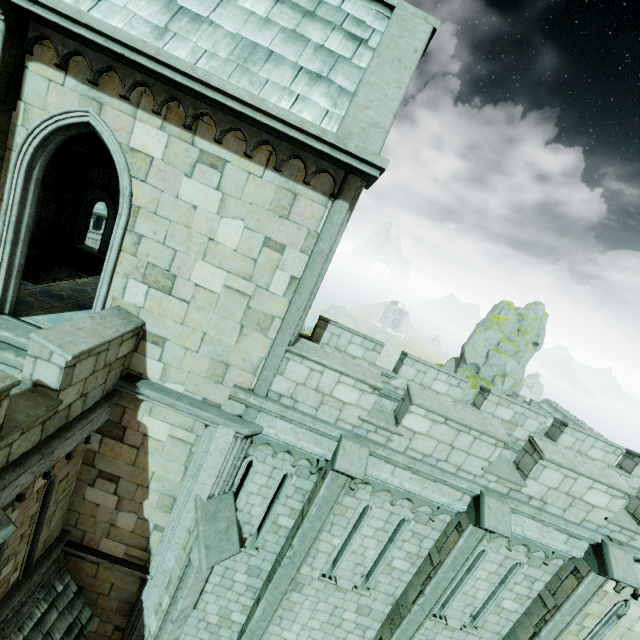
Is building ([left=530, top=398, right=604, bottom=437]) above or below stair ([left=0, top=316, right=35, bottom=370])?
below

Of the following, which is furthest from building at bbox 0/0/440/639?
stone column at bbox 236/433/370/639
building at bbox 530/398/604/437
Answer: building at bbox 530/398/604/437

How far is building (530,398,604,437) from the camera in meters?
30.6 m

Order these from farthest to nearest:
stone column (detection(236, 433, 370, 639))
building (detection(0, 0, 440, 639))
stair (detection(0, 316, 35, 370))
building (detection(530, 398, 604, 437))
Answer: building (detection(530, 398, 604, 437)) < stone column (detection(236, 433, 370, 639)) < stair (detection(0, 316, 35, 370)) < building (detection(0, 0, 440, 639))

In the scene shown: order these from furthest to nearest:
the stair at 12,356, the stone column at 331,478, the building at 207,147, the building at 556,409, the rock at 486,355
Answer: the rock at 486,355
the building at 556,409
the stone column at 331,478
the stair at 12,356
the building at 207,147

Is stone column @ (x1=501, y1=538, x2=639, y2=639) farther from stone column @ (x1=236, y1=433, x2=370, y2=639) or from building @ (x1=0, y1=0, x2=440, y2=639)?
stone column @ (x1=236, y1=433, x2=370, y2=639)

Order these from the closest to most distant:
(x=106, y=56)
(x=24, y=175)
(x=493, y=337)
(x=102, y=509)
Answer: (x=106, y=56) → (x=24, y=175) → (x=102, y=509) → (x=493, y=337)

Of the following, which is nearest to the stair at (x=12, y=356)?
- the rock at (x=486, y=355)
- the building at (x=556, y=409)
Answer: the building at (x=556, y=409)
